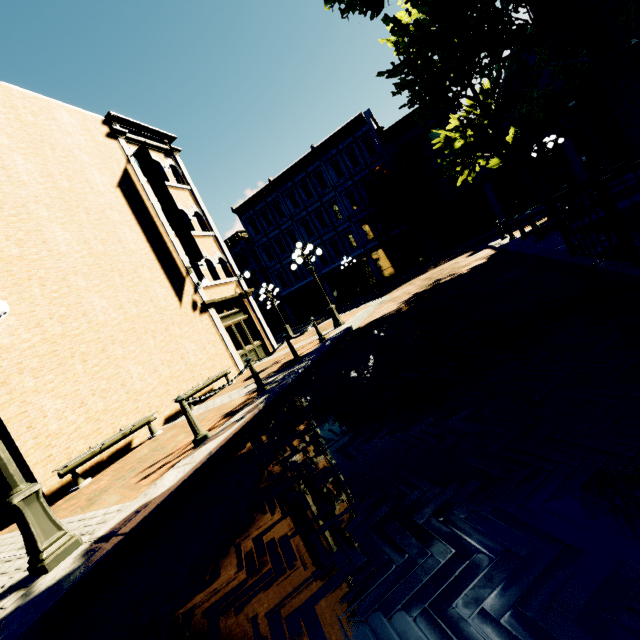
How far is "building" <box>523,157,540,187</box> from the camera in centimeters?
2287cm

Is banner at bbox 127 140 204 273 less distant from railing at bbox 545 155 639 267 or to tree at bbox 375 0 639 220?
tree at bbox 375 0 639 220

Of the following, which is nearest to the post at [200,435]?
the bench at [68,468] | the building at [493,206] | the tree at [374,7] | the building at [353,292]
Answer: the bench at [68,468]

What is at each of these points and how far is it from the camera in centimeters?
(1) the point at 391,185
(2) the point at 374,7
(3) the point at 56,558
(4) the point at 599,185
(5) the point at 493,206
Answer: (1) tree, 2459cm
(2) tree, 558cm
(3) light, 340cm
(4) railing, 340cm
(5) building, 2419cm

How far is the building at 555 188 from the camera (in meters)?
22.55

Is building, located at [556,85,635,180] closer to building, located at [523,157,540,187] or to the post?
building, located at [523,157,540,187]
